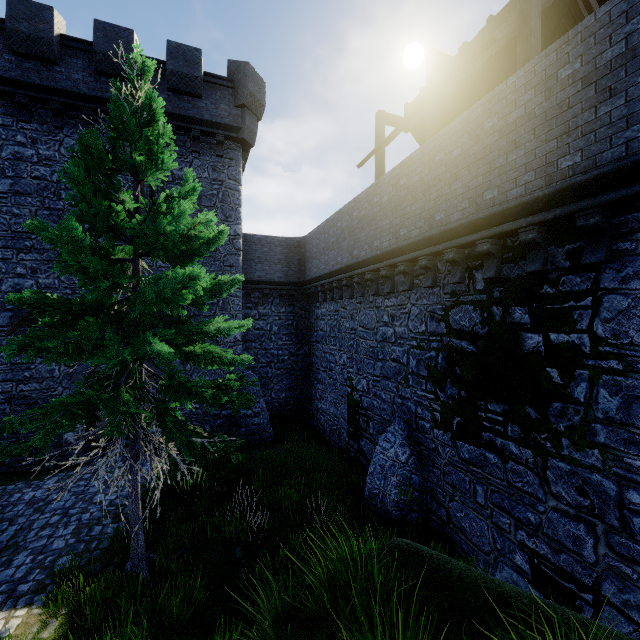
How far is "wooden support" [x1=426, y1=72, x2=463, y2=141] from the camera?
9.51m

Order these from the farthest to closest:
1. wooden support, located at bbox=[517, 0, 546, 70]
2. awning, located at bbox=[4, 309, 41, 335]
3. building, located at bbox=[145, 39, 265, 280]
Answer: building, located at bbox=[145, 39, 265, 280] < awning, located at bbox=[4, 309, 41, 335] < wooden support, located at bbox=[517, 0, 546, 70]

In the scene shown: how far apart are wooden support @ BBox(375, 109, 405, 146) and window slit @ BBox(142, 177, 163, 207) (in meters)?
8.90

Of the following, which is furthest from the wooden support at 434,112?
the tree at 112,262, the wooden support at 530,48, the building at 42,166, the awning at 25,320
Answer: the awning at 25,320

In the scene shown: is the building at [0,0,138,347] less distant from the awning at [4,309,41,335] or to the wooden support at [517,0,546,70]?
the awning at [4,309,41,335]

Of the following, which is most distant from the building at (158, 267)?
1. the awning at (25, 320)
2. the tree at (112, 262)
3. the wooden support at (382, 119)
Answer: the tree at (112, 262)

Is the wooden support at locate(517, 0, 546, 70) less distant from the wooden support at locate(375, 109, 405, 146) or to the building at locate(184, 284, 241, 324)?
the wooden support at locate(375, 109, 405, 146)

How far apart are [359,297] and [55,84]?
14.1m
